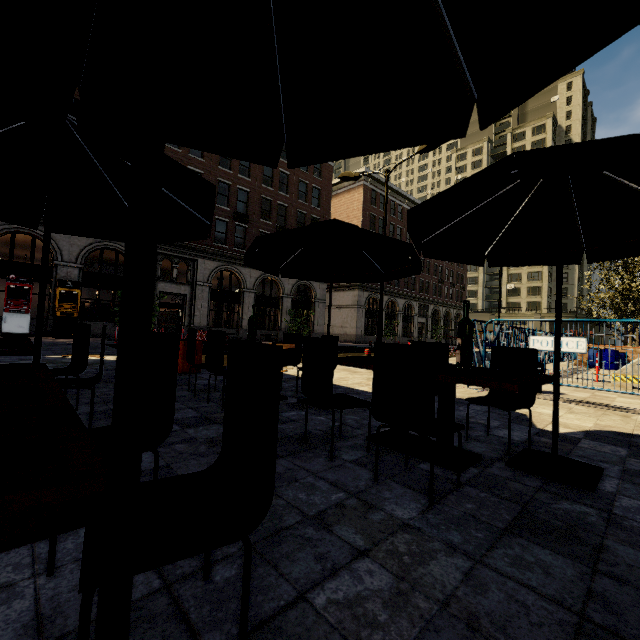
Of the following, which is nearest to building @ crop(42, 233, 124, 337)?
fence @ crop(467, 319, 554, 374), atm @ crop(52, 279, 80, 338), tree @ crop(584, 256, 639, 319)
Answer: atm @ crop(52, 279, 80, 338)

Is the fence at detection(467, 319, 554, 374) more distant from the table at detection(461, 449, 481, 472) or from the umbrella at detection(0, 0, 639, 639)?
the umbrella at detection(0, 0, 639, 639)

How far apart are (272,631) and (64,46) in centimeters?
266cm

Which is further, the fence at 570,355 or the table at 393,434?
the fence at 570,355

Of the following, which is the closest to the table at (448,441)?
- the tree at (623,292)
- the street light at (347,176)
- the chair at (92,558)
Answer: the chair at (92,558)

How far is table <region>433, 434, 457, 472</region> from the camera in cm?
279

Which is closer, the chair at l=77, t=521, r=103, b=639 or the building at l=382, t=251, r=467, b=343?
the chair at l=77, t=521, r=103, b=639

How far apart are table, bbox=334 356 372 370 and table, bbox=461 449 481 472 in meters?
0.1
